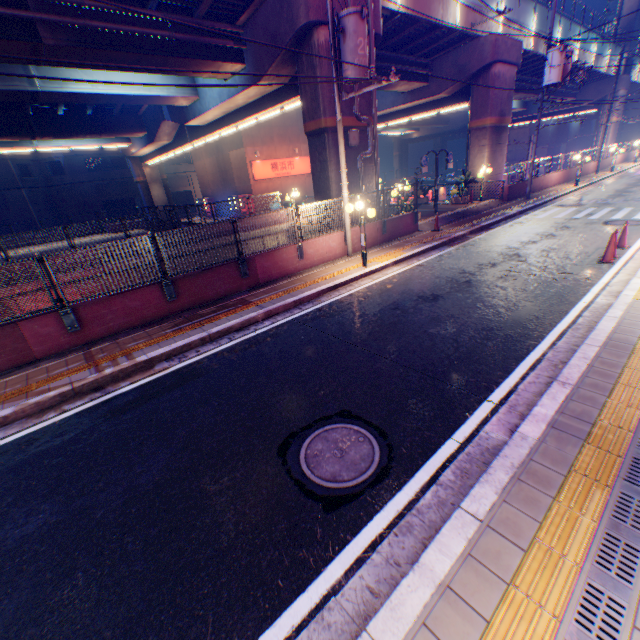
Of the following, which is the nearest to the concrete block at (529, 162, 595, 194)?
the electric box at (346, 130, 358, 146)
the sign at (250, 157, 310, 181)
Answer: the electric box at (346, 130, 358, 146)

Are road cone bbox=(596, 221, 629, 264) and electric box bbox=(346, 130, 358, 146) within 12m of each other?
Answer: yes

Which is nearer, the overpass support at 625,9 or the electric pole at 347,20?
the electric pole at 347,20

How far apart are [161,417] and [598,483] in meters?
5.8 m

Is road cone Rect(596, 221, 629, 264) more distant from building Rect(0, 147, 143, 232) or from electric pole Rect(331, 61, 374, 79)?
building Rect(0, 147, 143, 232)

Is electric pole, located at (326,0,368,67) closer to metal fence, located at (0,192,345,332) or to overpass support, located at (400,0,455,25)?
metal fence, located at (0,192,345,332)

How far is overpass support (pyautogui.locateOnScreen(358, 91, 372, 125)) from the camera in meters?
13.3 m

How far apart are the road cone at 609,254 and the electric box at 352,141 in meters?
9.5 m
